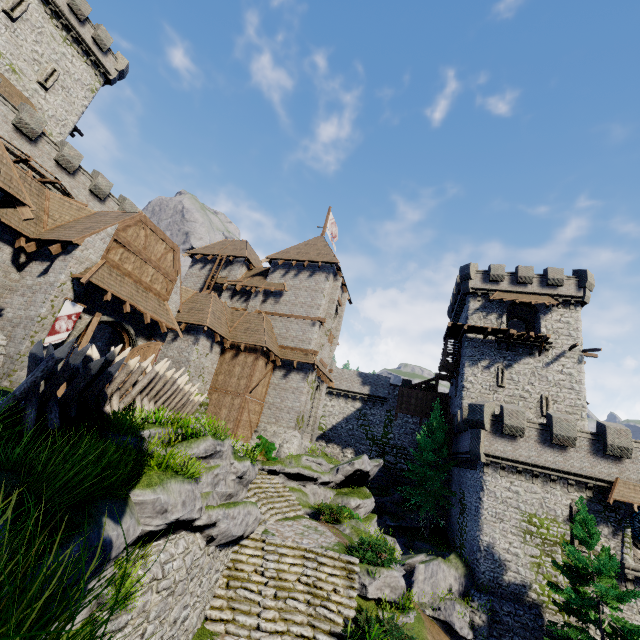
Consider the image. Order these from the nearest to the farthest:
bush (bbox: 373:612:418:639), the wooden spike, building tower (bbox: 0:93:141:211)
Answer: the wooden spike, bush (bbox: 373:612:418:639), building tower (bbox: 0:93:141:211)

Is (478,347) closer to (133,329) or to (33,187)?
(133,329)

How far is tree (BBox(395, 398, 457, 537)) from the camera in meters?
28.1

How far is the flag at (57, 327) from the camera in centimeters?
1243cm

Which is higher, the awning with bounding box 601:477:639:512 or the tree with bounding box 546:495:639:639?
the awning with bounding box 601:477:639:512

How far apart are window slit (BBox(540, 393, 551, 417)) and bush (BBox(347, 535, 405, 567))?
20.4 meters

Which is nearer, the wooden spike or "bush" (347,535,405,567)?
the wooden spike

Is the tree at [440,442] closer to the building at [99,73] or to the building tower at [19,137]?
the building tower at [19,137]
